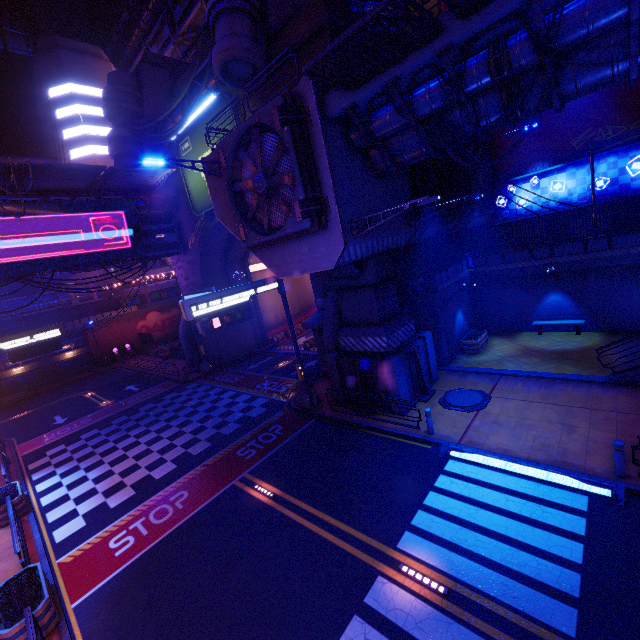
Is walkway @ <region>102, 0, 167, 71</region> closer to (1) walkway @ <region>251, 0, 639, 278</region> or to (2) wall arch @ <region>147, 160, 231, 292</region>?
(2) wall arch @ <region>147, 160, 231, 292</region>

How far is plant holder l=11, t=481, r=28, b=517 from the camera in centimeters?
1331cm

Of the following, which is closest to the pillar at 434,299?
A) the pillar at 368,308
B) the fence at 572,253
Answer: the pillar at 368,308

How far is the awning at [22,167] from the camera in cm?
1666

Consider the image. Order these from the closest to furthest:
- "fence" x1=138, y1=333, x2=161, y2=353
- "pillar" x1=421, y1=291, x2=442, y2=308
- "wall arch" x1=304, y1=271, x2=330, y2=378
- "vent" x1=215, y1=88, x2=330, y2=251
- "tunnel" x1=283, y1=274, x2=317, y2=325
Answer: "vent" x1=215, y1=88, x2=330, y2=251 < "pillar" x1=421, y1=291, x2=442, y2=308 < "wall arch" x1=304, y1=271, x2=330, y2=378 < "tunnel" x1=283, y1=274, x2=317, y2=325 < "fence" x1=138, y1=333, x2=161, y2=353

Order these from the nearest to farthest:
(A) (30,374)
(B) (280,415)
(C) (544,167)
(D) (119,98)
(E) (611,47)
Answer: (E) (611,47) < (B) (280,415) < (C) (544,167) < (D) (119,98) < (A) (30,374)

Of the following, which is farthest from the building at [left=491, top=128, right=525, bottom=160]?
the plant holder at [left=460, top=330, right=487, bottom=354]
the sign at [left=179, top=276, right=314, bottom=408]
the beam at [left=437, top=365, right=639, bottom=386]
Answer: the sign at [left=179, top=276, right=314, bottom=408]

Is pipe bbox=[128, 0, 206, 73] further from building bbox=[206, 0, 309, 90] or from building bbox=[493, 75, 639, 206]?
building bbox=[206, 0, 309, 90]
